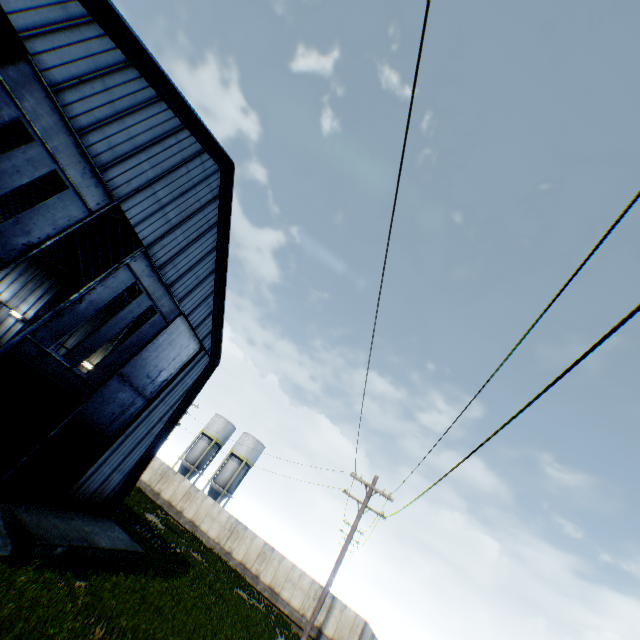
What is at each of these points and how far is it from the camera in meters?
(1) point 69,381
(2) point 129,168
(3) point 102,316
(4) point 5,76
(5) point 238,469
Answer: (1) hanging door, 13.9 m
(2) building, 12.8 m
(3) building, 26.3 m
(4) hanging door, 8.8 m
(5) vertical tank, 44.7 m

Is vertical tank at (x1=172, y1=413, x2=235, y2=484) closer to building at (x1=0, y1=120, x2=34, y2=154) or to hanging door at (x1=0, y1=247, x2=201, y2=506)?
building at (x1=0, y1=120, x2=34, y2=154)

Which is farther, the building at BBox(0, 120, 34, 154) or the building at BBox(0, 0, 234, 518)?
the building at BBox(0, 120, 34, 154)

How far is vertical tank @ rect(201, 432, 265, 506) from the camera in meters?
43.5

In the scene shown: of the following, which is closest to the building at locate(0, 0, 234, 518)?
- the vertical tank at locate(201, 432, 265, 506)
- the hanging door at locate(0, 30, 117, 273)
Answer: the hanging door at locate(0, 30, 117, 273)

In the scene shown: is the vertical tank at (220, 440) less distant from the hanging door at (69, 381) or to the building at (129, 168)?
the building at (129, 168)

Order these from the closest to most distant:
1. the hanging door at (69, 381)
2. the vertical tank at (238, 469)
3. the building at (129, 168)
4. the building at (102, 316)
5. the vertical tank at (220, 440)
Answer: the building at (129, 168)
the hanging door at (69, 381)
the building at (102, 316)
the vertical tank at (238, 469)
the vertical tank at (220, 440)

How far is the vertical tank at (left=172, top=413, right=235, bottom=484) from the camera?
45.5m
